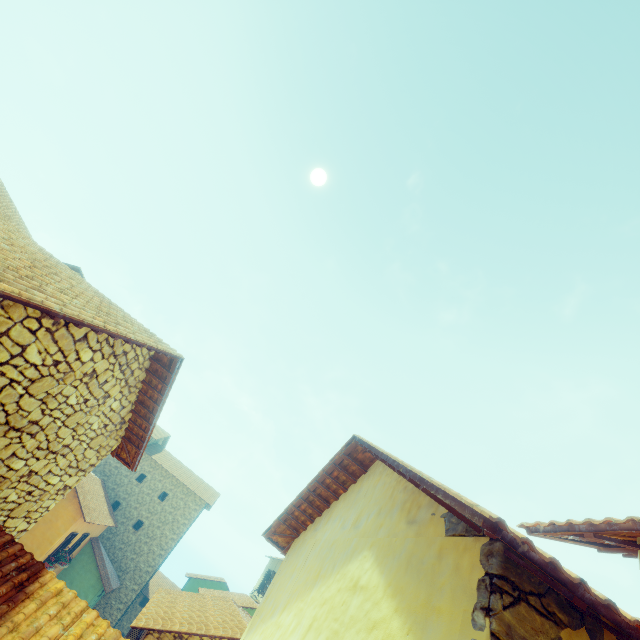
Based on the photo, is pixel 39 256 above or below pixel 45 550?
above
